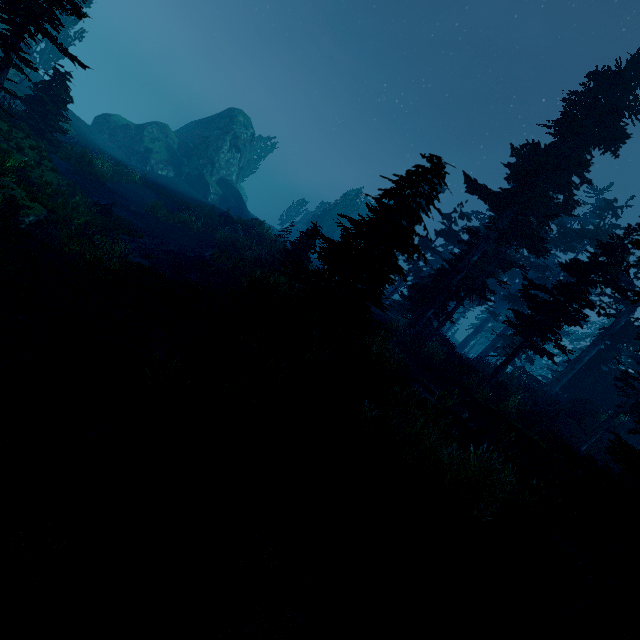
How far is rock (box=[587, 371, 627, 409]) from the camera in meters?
26.1 m

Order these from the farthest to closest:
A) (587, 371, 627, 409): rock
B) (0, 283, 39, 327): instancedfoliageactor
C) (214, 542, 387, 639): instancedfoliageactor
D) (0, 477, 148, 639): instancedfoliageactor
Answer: (587, 371, 627, 409): rock
(0, 283, 39, 327): instancedfoliageactor
(214, 542, 387, 639): instancedfoliageactor
(0, 477, 148, 639): instancedfoliageactor

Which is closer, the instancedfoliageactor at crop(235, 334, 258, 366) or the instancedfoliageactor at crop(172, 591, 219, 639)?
the instancedfoliageactor at crop(172, 591, 219, 639)

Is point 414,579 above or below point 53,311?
above

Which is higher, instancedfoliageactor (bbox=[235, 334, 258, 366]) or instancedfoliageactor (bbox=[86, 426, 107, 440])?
instancedfoliageactor (bbox=[235, 334, 258, 366])

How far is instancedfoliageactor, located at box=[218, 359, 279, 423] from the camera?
9.3 meters

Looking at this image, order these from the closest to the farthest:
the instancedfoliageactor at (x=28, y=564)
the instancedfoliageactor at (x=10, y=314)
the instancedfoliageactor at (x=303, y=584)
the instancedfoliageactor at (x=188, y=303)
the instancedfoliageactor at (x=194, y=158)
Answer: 1. the instancedfoliageactor at (x=28, y=564)
2. the instancedfoliageactor at (x=303, y=584)
3. the instancedfoliageactor at (x=10, y=314)
4. the instancedfoliageactor at (x=188, y=303)
5. the instancedfoliageactor at (x=194, y=158)

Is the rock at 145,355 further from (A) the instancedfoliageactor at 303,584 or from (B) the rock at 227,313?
(B) the rock at 227,313
